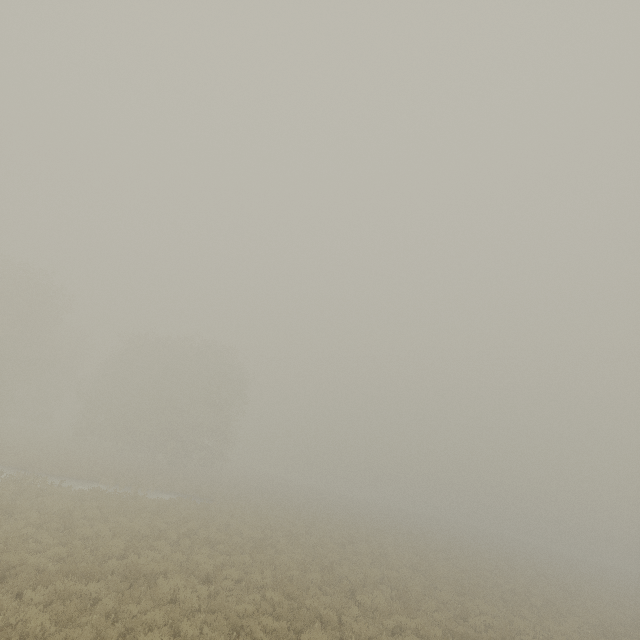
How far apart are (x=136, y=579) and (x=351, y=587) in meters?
10.0
